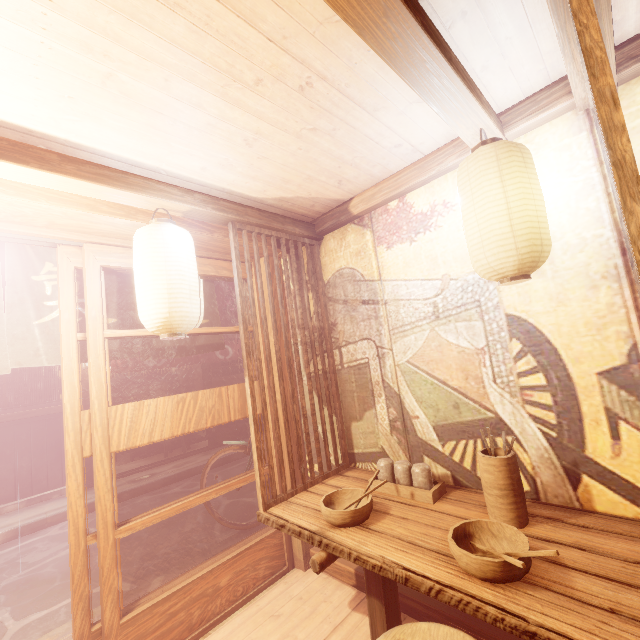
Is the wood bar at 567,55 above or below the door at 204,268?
above

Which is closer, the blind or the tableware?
the tableware

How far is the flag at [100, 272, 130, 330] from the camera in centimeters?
478cm

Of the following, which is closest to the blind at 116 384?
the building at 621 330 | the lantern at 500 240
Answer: the building at 621 330

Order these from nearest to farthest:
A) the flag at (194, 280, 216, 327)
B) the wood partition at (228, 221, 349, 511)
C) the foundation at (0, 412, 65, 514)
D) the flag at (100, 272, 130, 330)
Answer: the wood partition at (228, 221, 349, 511) < the flag at (100, 272, 130, 330) < the flag at (194, 280, 216, 327) < the foundation at (0, 412, 65, 514)

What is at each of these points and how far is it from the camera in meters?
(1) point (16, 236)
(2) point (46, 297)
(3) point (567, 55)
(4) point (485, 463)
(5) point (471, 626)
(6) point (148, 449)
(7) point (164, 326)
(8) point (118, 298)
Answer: (1) door frame, 3.6
(2) flag, 4.3
(3) wood bar, 2.2
(4) tableware, 2.8
(5) building, 3.4
(6) table, 14.4
(7) lantern, 3.1
(8) flag, 4.9

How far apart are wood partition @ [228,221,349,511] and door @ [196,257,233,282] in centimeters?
124cm

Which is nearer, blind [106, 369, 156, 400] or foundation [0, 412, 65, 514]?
foundation [0, 412, 65, 514]
